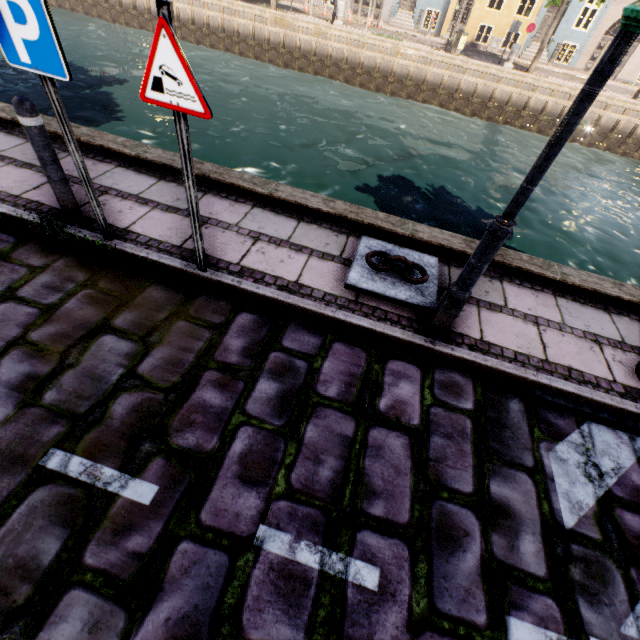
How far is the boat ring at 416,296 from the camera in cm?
339

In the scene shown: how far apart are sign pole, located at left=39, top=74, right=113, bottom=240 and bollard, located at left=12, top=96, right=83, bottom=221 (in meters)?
0.47

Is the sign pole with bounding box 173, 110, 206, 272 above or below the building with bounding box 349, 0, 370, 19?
above

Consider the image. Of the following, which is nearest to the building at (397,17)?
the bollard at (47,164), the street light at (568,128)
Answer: the street light at (568,128)

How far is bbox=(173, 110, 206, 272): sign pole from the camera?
2.3m

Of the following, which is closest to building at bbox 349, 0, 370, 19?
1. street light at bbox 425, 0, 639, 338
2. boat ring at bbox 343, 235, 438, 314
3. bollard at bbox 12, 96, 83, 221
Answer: street light at bbox 425, 0, 639, 338

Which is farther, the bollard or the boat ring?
the boat ring

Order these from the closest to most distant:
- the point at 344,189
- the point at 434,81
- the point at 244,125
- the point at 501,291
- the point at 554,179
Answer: the point at 501,291, the point at 344,189, the point at 244,125, the point at 554,179, the point at 434,81
